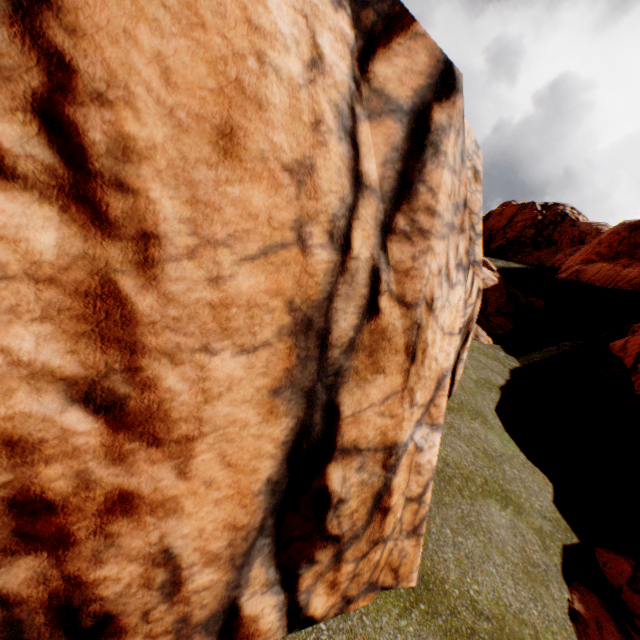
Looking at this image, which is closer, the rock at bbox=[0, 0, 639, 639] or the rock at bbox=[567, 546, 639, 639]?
the rock at bbox=[0, 0, 639, 639]

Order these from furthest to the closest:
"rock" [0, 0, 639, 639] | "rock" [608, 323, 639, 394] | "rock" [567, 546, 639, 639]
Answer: "rock" [608, 323, 639, 394] < "rock" [567, 546, 639, 639] < "rock" [0, 0, 639, 639]

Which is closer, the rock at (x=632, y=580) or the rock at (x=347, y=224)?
the rock at (x=347, y=224)

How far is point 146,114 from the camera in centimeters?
226cm

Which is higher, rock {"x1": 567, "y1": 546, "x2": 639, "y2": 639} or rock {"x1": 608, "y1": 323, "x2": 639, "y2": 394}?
rock {"x1": 608, "y1": 323, "x2": 639, "y2": 394}
